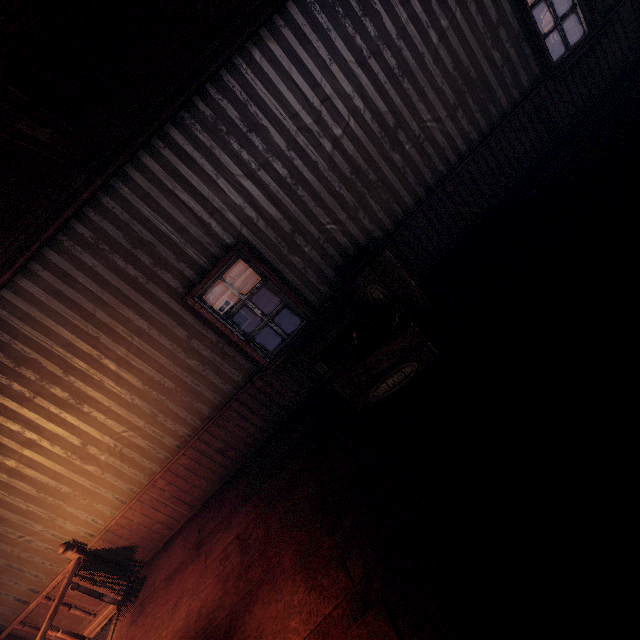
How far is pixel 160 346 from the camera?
4.2 meters

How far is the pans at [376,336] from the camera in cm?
332

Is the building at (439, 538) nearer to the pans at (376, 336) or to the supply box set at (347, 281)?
the supply box set at (347, 281)

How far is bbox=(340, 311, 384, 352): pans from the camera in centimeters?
332cm

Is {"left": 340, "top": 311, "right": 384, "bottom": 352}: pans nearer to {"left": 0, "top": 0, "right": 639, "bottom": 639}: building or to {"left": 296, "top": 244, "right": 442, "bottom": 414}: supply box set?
{"left": 296, "top": 244, "right": 442, "bottom": 414}: supply box set

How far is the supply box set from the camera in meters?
3.4 m

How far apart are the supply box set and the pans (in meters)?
0.02
